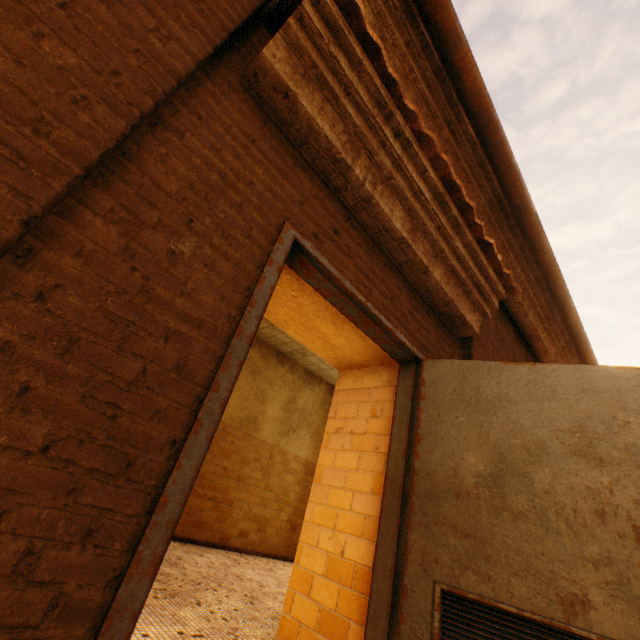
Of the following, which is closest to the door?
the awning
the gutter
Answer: the awning

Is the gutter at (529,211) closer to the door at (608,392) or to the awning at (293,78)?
the awning at (293,78)

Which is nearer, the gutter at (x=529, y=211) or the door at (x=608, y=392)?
the door at (x=608, y=392)

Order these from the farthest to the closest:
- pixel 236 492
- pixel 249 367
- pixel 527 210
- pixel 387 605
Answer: pixel 249 367 → pixel 236 492 → pixel 527 210 → pixel 387 605

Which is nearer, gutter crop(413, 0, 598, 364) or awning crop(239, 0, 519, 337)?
awning crop(239, 0, 519, 337)

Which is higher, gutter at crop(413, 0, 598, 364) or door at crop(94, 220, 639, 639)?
gutter at crop(413, 0, 598, 364)

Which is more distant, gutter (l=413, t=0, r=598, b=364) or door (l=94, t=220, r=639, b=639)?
gutter (l=413, t=0, r=598, b=364)
